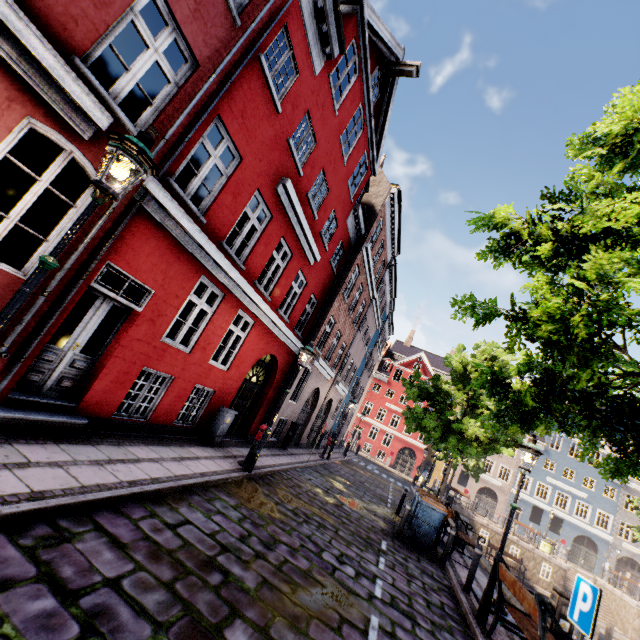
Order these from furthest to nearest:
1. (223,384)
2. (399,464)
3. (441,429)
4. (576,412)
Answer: (399,464), (441,429), (223,384), (576,412)

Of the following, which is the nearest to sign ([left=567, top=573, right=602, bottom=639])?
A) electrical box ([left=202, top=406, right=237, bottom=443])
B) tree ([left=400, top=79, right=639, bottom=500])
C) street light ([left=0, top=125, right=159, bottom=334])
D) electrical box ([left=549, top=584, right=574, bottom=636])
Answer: tree ([left=400, top=79, right=639, bottom=500])

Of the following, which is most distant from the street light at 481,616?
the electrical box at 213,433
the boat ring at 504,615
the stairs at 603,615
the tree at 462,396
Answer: the stairs at 603,615

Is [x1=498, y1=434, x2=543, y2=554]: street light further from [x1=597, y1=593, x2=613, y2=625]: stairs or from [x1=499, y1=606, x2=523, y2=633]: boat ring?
[x1=597, y1=593, x2=613, y2=625]: stairs

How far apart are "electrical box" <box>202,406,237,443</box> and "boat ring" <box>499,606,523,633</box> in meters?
7.8

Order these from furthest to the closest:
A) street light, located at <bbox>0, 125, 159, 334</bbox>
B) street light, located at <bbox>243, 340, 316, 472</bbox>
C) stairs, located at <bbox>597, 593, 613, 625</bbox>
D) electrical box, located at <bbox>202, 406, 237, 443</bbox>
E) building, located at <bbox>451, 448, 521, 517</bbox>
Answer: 1. building, located at <bbox>451, 448, 521, 517</bbox>
2. stairs, located at <bbox>597, 593, 613, 625</bbox>
3. electrical box, located at <bbox>202, 406, 237, 443</bbox>
4. street light, located at <bbox>243, 340, 316, 472</bbox>
5. street light, located at <bbox>0, 125, 159, 334</bbox>

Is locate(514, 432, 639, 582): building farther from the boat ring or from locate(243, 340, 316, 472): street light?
the boat ring

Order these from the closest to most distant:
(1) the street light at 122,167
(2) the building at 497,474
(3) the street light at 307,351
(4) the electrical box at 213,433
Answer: (1) the street light at 122,167
(3) the street light at 307,351
(4) the electrical box at 213,433
(2) the building at 497,474
